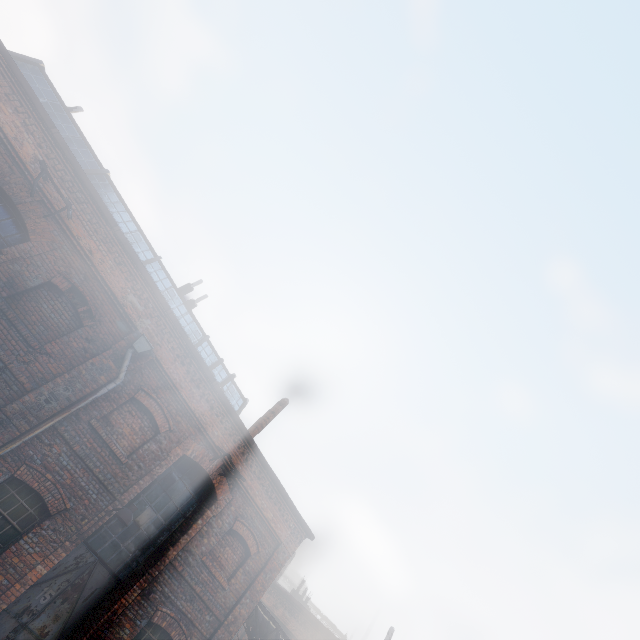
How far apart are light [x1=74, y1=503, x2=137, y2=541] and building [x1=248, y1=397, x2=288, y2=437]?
5.8m

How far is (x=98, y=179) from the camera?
13.3m

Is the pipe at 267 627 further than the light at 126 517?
Yes

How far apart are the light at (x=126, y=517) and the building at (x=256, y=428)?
5.8 meters

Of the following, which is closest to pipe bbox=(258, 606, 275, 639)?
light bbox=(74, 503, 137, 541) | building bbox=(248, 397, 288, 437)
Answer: building bbox=(248, 397, 288, 437)

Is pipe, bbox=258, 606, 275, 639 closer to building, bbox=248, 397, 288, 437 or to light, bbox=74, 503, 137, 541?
building, bbox=248, 397, 288, 437

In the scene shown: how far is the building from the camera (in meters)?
13.98
